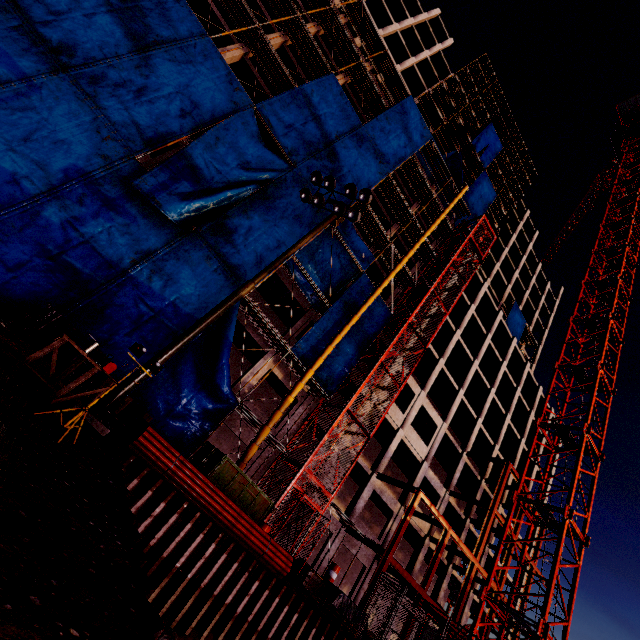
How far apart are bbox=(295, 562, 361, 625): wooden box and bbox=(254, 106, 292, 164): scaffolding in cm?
2262

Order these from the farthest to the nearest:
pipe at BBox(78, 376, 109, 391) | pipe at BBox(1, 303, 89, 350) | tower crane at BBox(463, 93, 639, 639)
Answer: tower crane at BBox(463, 93, 639, 639) → pipe at BBox(78, 376, 109, 391) → pipe at BBox(1, 303, 89, 350)

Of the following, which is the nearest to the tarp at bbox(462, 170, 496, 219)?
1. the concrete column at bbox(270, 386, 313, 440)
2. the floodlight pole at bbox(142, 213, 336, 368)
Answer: the concrete column at bbox(270, 386, 313, 440)

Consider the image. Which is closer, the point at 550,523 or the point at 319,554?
the point at 550,523

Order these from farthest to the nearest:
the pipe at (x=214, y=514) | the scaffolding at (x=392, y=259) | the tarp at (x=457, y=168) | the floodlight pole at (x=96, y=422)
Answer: the tarp at (x=457, y=168)
the scaffolding at (x=392, y=259)
the pipe at (x=214, y=514)
the floodlight pole at (x=96, y=422)

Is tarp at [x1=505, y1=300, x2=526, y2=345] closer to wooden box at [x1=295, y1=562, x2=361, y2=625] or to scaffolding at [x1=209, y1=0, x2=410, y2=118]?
scaffolding at [x1=209, y1=0, x2=410, y2=118]

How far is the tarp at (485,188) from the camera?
39.3 meters

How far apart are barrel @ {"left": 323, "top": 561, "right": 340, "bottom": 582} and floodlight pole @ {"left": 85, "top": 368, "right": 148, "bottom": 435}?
14.0 meters
